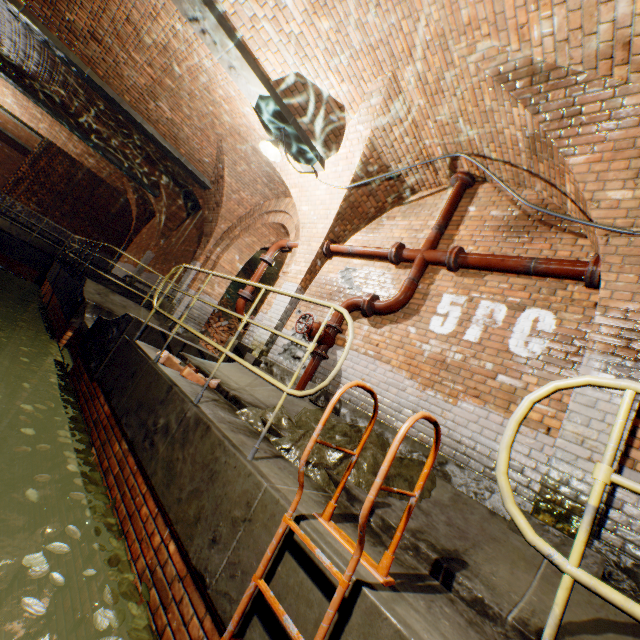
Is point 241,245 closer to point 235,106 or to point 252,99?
point 235,106

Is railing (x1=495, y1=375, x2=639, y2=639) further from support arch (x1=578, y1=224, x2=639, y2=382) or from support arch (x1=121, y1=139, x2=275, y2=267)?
support arch (x1=121, y1=139, x2=275, y2=267)

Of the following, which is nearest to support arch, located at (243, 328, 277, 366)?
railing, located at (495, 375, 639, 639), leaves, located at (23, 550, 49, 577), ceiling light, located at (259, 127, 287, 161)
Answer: ceiling light, located at (259, 127, 287, 161)

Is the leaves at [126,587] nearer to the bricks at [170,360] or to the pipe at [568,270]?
the bricks at [170,360]

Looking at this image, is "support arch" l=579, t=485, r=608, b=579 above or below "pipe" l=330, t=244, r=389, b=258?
below

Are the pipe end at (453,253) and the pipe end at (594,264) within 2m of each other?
yes

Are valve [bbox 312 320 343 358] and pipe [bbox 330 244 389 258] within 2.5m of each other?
yes

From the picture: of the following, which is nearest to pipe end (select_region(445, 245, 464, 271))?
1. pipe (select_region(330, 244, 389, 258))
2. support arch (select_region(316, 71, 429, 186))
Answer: pipe (select_region(330, 244, 389, 258))
